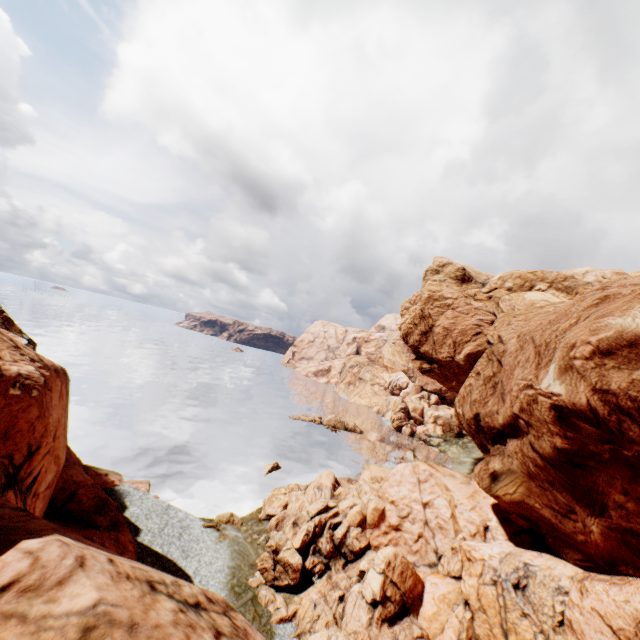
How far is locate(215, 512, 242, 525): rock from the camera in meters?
30.7 m

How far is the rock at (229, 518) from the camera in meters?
30.7

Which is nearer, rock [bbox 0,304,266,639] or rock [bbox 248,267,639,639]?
rock [bbox 0,304,266,639]

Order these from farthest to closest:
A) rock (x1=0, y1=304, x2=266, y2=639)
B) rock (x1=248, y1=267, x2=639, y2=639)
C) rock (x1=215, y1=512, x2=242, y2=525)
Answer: rock (x1=215, y1=512, x2=242, y2=525)
rock (x1=248, y1=267, x2=639, y2=639)
rock (x1=0, y1=304, x2=266, y2=639)

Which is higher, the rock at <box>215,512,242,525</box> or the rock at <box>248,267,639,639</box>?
the rock at <box>248,267,639,639</box>

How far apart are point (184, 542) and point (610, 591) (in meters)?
27.12

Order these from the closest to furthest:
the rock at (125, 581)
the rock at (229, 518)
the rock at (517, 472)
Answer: the rock at (125, 581), the rock at (517, 472), the rock at (229, 518)
